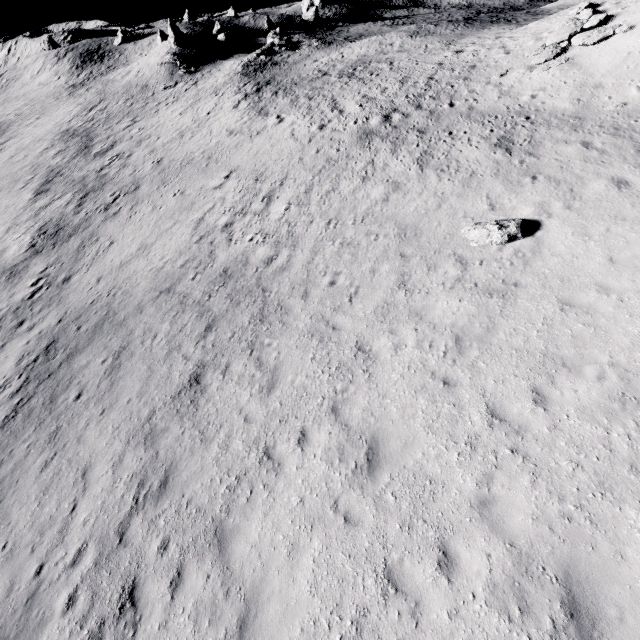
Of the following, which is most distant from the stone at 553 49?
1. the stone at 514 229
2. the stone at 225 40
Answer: the stone at 225 40

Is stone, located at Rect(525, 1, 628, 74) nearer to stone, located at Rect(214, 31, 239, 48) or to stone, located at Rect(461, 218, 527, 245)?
stone, located at Rect(461, 218, 527, 245)

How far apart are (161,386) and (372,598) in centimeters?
911cm

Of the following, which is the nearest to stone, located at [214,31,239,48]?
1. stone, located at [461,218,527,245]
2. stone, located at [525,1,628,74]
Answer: stone, located at [525,1,628,74]

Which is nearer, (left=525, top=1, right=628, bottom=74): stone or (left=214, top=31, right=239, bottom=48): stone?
(left=525, top=1, right=628, bottom=74): stone

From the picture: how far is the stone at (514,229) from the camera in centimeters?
1119cm

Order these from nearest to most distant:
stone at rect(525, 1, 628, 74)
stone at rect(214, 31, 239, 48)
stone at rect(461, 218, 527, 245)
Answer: stone at rect(461, 218, 527, 245), stone at rect(525, 1, 628, 74), stone at rect(214, 31, 239, 48)

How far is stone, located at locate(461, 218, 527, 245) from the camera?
11.2 meters
